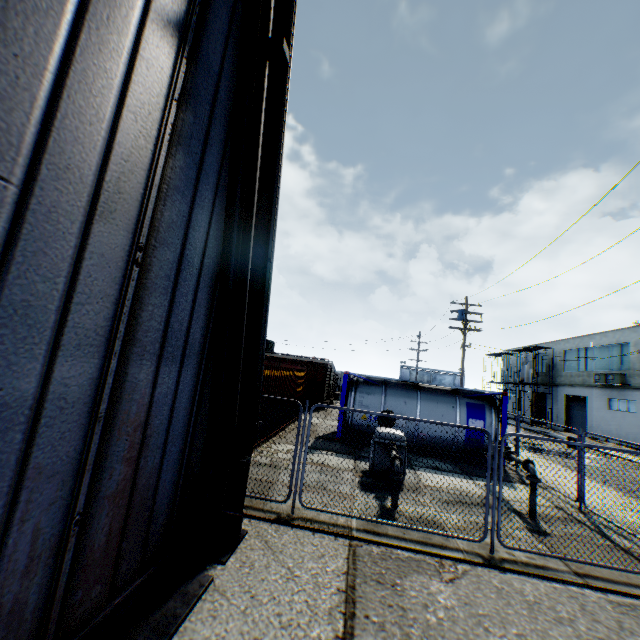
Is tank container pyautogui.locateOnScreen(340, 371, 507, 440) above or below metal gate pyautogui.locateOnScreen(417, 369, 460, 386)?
below

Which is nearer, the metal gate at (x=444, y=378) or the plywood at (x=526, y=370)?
the plywood at (x=526, y=370)

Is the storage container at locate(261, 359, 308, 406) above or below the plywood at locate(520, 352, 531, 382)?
below

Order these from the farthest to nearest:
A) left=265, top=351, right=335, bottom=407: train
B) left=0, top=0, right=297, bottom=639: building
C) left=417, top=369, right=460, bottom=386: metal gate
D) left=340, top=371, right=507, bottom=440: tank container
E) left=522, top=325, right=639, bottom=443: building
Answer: left=417, top=369, right=460, bottom=386: metal gate
left=522, top=325, right=639, bottom=443: building
left=265, top=351, right=335, bottom=407: train
left=340, top=371, right=507, bottom=440: tank container
left=0, top=0, right=297, bottom=639: building

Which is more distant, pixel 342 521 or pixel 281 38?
pixel 342 521

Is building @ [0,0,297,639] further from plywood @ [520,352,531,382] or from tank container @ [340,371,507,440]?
plywood @ [520,352,531,382]

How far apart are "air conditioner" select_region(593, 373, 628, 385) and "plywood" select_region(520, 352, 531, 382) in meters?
8.4

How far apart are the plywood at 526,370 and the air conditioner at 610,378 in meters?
8.4 m
